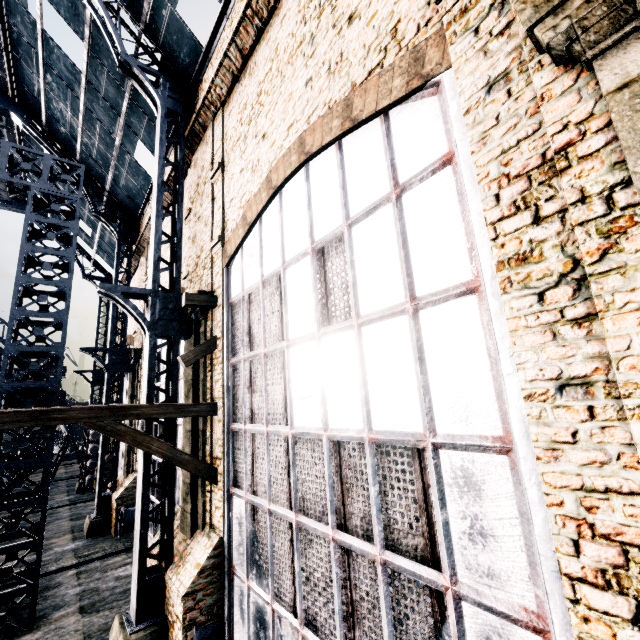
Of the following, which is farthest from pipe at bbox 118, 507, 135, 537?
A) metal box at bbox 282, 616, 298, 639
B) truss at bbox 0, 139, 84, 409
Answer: metal box at bbox 282, 616, 298, 639

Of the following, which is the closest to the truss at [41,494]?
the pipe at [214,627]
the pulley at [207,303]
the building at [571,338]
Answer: the building at [571,338]

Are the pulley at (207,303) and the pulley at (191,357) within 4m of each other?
yes

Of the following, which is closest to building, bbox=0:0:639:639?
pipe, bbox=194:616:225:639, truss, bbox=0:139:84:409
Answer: pipe, bbox=194:616:225:639

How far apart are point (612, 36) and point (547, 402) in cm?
327

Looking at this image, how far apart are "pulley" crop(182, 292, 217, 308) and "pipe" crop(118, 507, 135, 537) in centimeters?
1297cm

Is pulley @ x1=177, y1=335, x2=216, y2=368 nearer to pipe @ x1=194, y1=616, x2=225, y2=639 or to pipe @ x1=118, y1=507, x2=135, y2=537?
pipe @ x1=194, y1=616, x2=225, y2=639

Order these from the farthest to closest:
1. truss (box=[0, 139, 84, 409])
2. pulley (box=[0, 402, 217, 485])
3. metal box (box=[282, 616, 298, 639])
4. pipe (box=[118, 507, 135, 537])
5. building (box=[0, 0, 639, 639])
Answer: pipe (box=[118, 507, 135, 537]), truss (box=[0, 139, 84, 409]), pulley (box=[0, 402, 217, 485]), metal box (box=[282, 616, 298, 639]), building (box=[0, 0, 639, 639])
